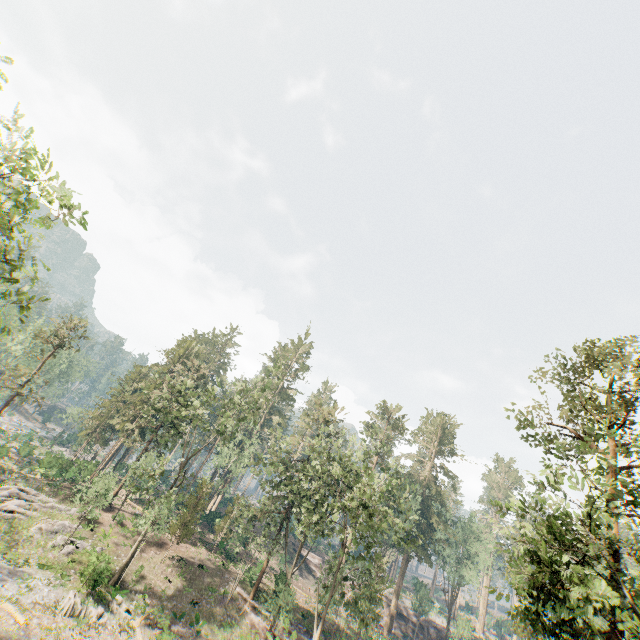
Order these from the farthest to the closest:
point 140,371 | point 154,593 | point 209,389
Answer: point 140,371
point 209,389
point 154,593

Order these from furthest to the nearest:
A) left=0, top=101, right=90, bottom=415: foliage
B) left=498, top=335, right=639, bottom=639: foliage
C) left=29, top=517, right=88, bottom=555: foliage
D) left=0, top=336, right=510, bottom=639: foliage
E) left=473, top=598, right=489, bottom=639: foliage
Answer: left=473, top=598, right=489, bottom=639: foliage < left=29, top=517, right=88, bottom=555: foliage < left=0, top=336, right=510, bottom=639: foliage < left=498, top=335, right=639, bottom=639: foliage < left=0, top=101, right=90, bottom=415: foliage

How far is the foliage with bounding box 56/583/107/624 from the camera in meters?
21.3

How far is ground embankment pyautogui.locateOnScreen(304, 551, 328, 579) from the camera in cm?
5266

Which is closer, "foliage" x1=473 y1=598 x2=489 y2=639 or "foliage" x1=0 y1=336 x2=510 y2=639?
"foliage" x1=0 y1=336 x2=510 y2=639

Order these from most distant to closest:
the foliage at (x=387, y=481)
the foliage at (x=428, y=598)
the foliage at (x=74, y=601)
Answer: the foliage at (x=428, y=598) → the foliage at (x=387, y=481) → the foliage at (x=74, y=601)

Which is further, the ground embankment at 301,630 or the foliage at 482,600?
the foliage at 482,600

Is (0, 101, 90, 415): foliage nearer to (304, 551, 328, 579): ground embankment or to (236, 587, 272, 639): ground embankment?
(236, 587, 272, 639): ground embankment
